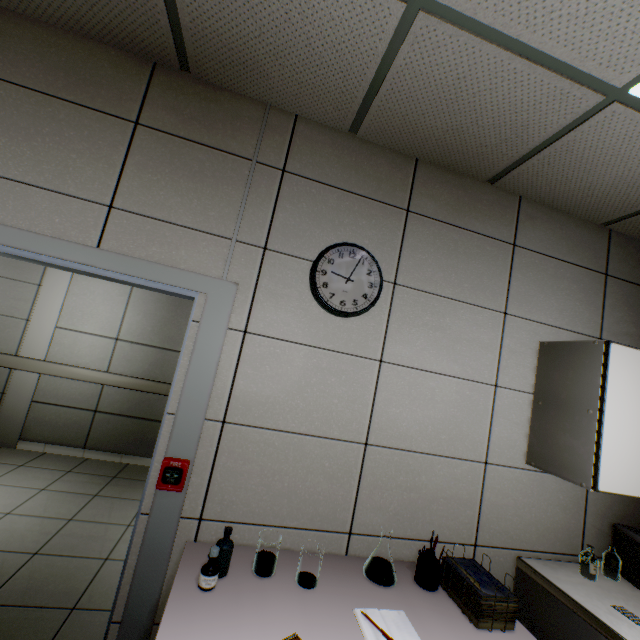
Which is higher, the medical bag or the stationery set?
the medical bag

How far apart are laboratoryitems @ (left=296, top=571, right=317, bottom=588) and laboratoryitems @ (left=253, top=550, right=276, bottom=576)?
0.2 meters

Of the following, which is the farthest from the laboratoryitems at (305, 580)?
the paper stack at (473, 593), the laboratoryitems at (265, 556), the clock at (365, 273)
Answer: the clock at (365, 273)

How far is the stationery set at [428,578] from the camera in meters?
1.6 m

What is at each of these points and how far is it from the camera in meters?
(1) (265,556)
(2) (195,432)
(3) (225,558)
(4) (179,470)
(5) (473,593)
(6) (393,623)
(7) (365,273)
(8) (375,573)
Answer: (1) laboratoryitems, 1.5 m
(2) door, 1.6 m
(3) laboratoryitems, 1.4 m
(4) fire alarm, 1.6 m
(5) paper stack, 1.5 m
(6) notebook, 1.3 m
(7) clock, 1.9 m
(8) laboratoryitems, 1.6 m

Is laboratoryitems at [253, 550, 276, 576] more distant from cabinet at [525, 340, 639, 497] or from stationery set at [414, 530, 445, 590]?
cabinet at [525, 340, 639, 497]

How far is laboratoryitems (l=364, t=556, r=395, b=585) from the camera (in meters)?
1.57

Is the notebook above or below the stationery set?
below
